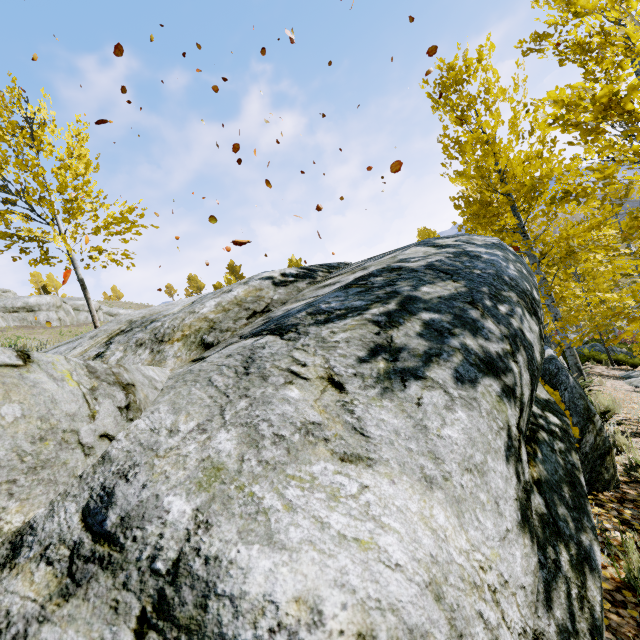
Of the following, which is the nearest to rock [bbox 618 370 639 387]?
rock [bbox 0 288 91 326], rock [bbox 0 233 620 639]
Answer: rock [bbox 0 233 620 639]

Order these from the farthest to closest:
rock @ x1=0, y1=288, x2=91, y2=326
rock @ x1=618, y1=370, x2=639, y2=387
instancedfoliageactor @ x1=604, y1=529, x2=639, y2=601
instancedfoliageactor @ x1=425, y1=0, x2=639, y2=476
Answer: rock @ x1=0, y1=288, x2=91, y2=326
rock @ x1=618, y1=370, x2=639, y2=387
instancedfoliageactor @ x1=425, y1=0, x2=639, y2=476
instancedfoliageactor @ x1=604, y1=529, x2=639, y2=601

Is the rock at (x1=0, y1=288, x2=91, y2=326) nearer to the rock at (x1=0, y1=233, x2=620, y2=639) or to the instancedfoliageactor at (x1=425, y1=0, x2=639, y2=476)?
the instancedfoliageactor at (x1=425, y1=0, x2=639, y2=476)

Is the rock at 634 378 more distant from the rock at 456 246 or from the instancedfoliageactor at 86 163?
the rock at 456 246

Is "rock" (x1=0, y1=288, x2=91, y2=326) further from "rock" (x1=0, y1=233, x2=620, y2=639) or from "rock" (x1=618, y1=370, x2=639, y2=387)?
"rock" (x1=618, y1=370, x2=639, y2=387)

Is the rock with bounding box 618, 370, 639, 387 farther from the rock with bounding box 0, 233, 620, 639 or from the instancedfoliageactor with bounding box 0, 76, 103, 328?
the rock with bounding box 0, 233, 620, 639

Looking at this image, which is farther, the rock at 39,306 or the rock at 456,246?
the rock at 39,306

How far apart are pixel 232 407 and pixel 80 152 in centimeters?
888cm
